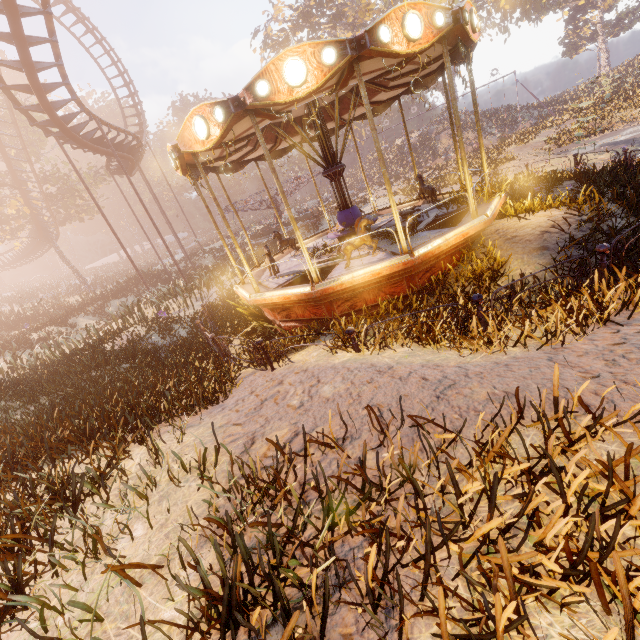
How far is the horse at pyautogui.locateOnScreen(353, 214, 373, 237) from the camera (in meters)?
6.82

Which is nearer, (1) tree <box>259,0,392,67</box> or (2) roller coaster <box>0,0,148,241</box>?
(2) roller coaster <box>0,0,148,241</box>

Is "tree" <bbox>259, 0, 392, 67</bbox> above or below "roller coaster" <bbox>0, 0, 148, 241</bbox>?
above

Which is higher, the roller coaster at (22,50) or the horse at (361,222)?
the roller coaster at (22,50)

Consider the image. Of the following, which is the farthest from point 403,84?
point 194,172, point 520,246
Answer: point 194,172

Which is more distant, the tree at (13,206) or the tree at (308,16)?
the tree at (308,16)

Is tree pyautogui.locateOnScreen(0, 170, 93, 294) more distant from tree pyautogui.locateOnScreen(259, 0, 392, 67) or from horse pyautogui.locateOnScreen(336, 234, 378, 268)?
horse pyautogui.locateOnScreen(336, 234, 378, 268)

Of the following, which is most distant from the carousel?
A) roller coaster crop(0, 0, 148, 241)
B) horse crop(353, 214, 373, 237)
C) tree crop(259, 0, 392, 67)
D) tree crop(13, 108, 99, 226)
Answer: tree crop(259, 0, 392, 67)
